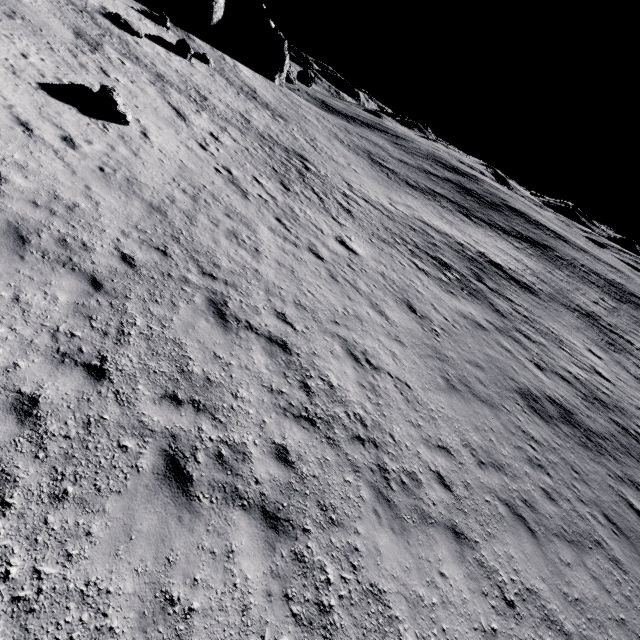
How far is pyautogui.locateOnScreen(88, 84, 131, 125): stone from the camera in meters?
12.3

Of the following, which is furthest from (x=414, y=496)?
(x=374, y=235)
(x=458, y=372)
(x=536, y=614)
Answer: (x=374, y=235)

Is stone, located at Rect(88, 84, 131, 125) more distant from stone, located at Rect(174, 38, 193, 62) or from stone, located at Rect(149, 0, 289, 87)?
stone, located at Rect(149, 0, 289, 87)

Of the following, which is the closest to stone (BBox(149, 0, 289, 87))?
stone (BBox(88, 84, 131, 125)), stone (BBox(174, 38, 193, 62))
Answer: stone (BBox(174, 38, 193, 62))

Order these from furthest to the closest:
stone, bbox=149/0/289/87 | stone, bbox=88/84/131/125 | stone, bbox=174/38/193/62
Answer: stone, bbox=149/0/289/87
stone, bbox=174/38/193/62
stone, bbox=88/84/131/125

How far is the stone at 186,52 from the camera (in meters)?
27.09

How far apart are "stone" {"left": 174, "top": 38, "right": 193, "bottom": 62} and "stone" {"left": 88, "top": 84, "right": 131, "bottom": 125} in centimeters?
2001cm

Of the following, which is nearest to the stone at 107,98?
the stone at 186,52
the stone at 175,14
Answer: the stone at 186,52
